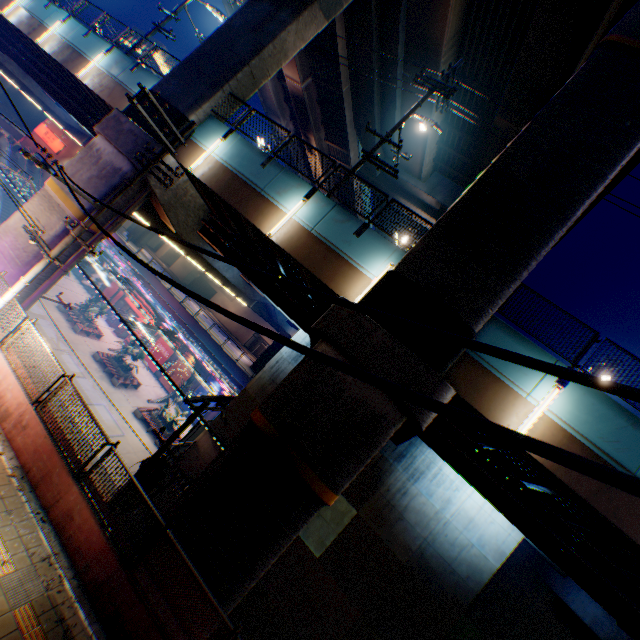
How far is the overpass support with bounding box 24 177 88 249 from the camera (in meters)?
12.85

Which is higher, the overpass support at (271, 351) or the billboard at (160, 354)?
the overpass support at (271, 351)

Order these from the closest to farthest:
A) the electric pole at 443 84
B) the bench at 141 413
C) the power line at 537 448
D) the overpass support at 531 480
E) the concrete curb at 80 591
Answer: the power line at 537 448, the concrete curb at 80 591, the overpass support at 531 480, the electric pole at 443 84, the bench at 141 413

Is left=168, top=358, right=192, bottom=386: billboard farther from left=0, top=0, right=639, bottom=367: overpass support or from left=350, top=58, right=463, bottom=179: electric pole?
left=350, top=58, right=463, bottom=179: electric pole

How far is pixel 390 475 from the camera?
16.7m

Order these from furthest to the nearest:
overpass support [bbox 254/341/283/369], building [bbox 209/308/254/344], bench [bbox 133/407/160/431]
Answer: building [bbox 209/308/254/344], overpass support [bbox 254/341/283/369], bench [bbox 133/407/160/431]

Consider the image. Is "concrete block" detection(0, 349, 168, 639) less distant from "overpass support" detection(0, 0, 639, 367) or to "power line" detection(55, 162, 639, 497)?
"overpass support" detection(0, 0, 639, 367)
